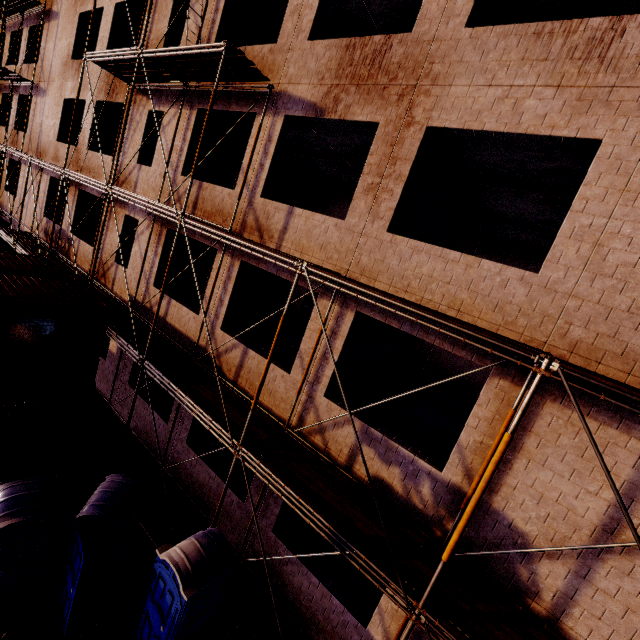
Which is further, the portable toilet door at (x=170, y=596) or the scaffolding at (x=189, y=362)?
the portable toilet door at (x=170, y=596)

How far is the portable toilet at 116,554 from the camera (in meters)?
6.41

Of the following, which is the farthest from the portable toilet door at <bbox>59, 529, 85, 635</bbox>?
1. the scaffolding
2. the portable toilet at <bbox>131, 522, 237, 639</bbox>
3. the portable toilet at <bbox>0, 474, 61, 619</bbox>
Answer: the scaffolding

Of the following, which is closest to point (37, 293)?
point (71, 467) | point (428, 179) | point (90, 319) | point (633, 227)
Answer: point (90, 319)

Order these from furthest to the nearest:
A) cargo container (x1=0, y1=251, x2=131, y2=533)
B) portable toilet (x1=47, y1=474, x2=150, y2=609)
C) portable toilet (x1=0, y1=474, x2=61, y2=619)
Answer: cargo container (x1=0, y1=251, x2=131, y2=533)
portable toilet (x1=47, y1=474, x2=150, y2=609)
portable toilet (x1=0, y1=474, x2=61, y2=619)

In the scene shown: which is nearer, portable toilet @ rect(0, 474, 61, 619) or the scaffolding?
the scaffolding

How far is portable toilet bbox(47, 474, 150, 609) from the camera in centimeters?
641cm

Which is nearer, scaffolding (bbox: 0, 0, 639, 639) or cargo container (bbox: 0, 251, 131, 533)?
scaffolding (bbox: 0, 0, 639, 639)
